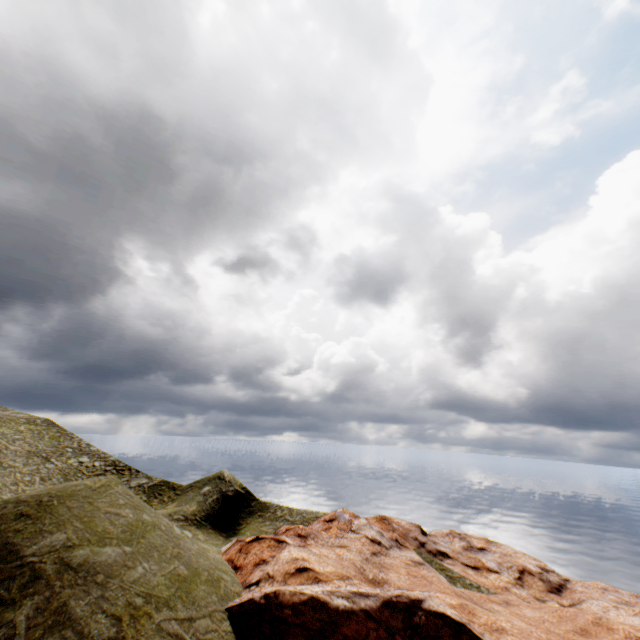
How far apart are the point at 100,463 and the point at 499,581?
46.0 meters
